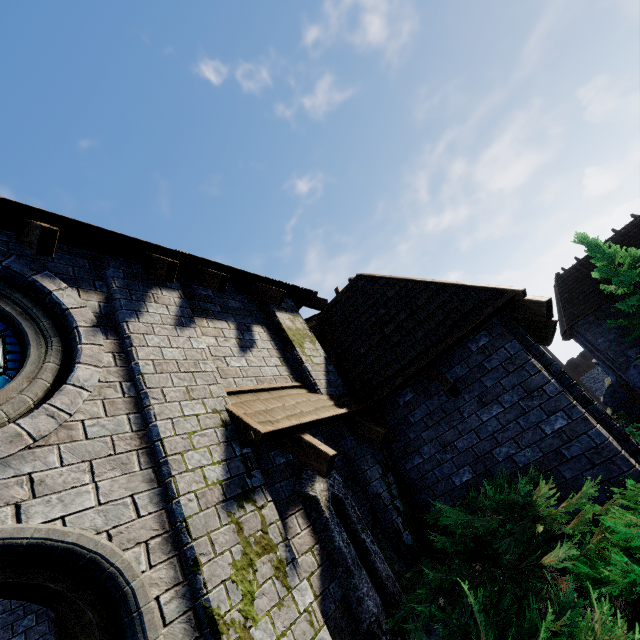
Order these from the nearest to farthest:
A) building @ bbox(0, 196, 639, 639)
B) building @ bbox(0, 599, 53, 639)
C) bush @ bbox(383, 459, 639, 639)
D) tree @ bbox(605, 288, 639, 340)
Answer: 1. bush @ bbox(383, 459, 639, 639)
2. building @ bbox(0, 196, 639, 639)
3. building @ bbox(0, 599, 53, 639)
4. tree @ bbox(605, 288, 639, 340)

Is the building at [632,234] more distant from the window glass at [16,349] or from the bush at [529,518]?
the window glass at [16,349]

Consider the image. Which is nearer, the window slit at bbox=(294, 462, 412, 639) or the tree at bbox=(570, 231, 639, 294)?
the window slit at bbox=(294, 462, 412, 639)

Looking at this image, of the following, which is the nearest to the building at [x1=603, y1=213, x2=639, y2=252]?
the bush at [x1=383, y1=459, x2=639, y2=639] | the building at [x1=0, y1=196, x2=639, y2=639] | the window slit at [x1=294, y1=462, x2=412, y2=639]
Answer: the building at [x1=0, y1=196, x2=639, y2=639]

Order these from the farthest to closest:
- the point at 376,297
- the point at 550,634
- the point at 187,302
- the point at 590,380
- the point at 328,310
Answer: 1. the point at 590,380
2. the point at 328,310
3. the point at 376,297
4. the point at 187,302
5. the point at 550,634

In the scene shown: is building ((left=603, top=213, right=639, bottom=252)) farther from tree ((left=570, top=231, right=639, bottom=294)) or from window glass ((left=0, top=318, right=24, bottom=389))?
window glass ((left=0, top=318, right=24, bottom=389))

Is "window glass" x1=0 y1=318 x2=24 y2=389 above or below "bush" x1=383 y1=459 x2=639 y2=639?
above

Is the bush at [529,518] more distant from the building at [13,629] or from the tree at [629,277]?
the tree at [629,277]
